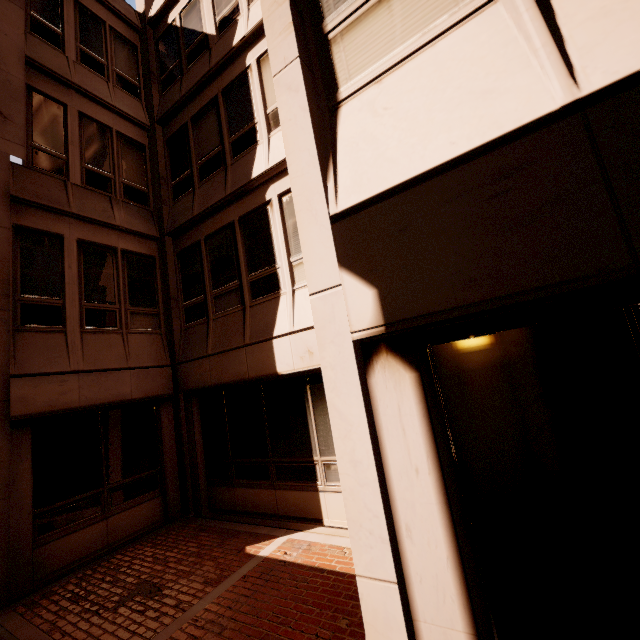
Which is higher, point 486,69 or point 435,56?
point 435,56
